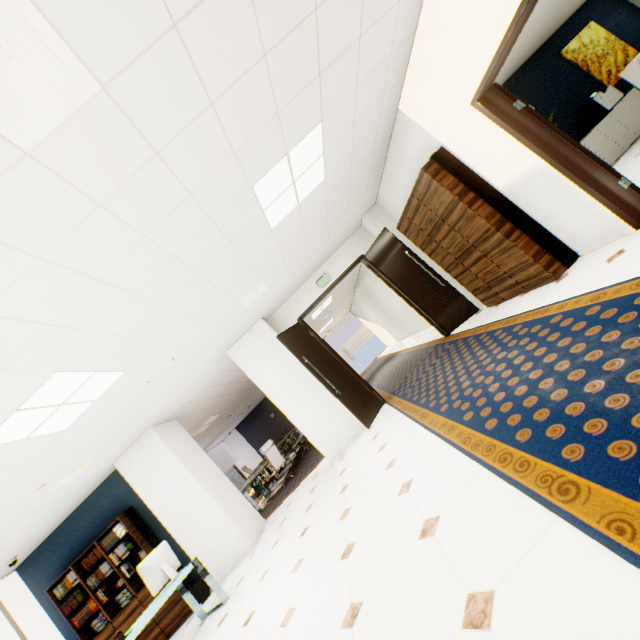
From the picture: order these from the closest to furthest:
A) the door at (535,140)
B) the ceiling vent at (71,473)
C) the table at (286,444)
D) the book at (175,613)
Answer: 1. the door at (535,140)
2. the ceiling vent at (71,473)
3. the book at (175,613)
4. the table at (286,444)

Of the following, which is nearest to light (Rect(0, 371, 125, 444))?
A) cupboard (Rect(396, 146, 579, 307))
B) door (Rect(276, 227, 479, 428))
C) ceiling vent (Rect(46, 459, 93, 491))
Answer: ceiling vent (Rect(46, 459, 93, 491))

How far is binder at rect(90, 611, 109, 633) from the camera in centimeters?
579cm

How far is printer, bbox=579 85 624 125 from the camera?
6.8m

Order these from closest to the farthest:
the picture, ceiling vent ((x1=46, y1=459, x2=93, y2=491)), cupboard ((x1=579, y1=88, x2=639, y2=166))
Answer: ceiling vent ((x1=46, y1=459, x2=93, y2=491)), cupboard ((x1=579, y1=88, x2=639, y2=166)), the picture

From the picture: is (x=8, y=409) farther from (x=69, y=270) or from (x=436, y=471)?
(x=436, y=471)

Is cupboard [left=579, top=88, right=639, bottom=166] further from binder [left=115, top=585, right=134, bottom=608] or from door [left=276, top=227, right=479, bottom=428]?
binder [left=115, top=585, right=134, bottom=608]

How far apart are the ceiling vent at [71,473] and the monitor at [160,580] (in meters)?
1.76
